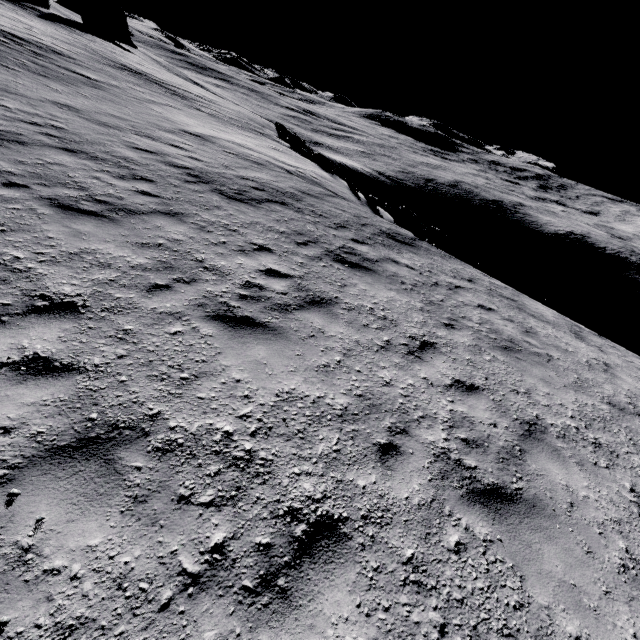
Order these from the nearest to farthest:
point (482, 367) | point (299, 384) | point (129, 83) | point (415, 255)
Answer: point (299, 384) → point (482, 367) → point (415, 255) → point (129, 83)

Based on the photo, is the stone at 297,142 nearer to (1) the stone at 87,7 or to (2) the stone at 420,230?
(2) the stone at 420,230

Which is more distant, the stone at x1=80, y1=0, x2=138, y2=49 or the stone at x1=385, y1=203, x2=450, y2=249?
the stone at x1=80, y1=0, x2=138, y2=49

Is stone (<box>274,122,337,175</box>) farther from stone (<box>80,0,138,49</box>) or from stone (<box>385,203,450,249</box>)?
stone (<box>80,0,138,49</box>)

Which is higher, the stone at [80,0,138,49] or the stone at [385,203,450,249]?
the stone at [80,0,138,49]
